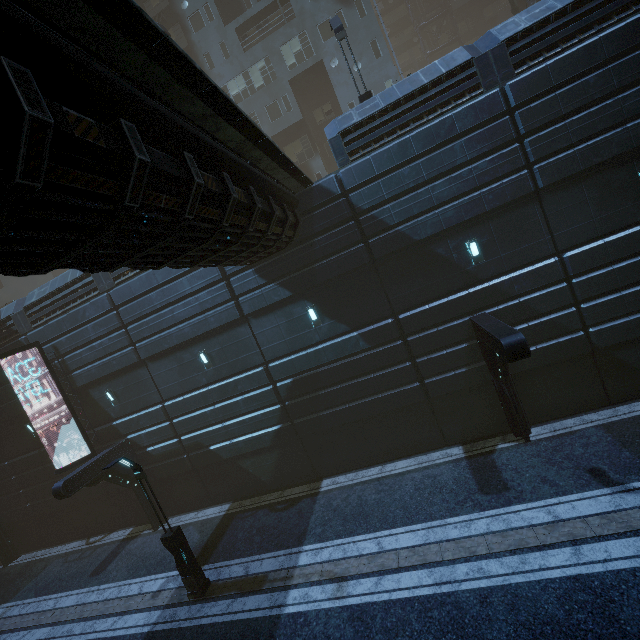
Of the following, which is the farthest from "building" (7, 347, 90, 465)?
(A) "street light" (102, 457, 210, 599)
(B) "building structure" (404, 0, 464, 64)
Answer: (A) "street light" (102, 457, 210, 599)

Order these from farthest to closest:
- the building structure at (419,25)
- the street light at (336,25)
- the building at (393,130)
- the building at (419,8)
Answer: the building at (419,8) < the building structure at (419,25) < the street light at (336,25) < the building at (393,130)

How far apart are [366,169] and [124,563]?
20.21m

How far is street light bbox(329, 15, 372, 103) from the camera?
13.9m

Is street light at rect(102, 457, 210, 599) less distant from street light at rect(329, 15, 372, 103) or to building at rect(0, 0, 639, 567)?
building at rect(0, 0, 639, 567)

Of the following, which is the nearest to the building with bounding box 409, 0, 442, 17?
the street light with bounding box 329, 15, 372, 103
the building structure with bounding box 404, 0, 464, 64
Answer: the building structure with bounding box 404, 0, 464, 64

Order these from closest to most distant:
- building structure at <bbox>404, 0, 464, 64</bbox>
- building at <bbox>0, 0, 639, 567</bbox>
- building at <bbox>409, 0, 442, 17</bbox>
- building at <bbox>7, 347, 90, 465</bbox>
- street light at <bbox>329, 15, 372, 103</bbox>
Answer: building at <bbox>0, 0, 639, 567</bbox>, street light at <bbox>329, 15, 372, 103</bbox>, building at <bbox>7, 347, 90, 465</bbox>, building structure at <bbox>404, 0, 464, 64</bbox>, building at <bbox>409, 0, 442, 17</bbox>

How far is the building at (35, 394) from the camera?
17.1m
